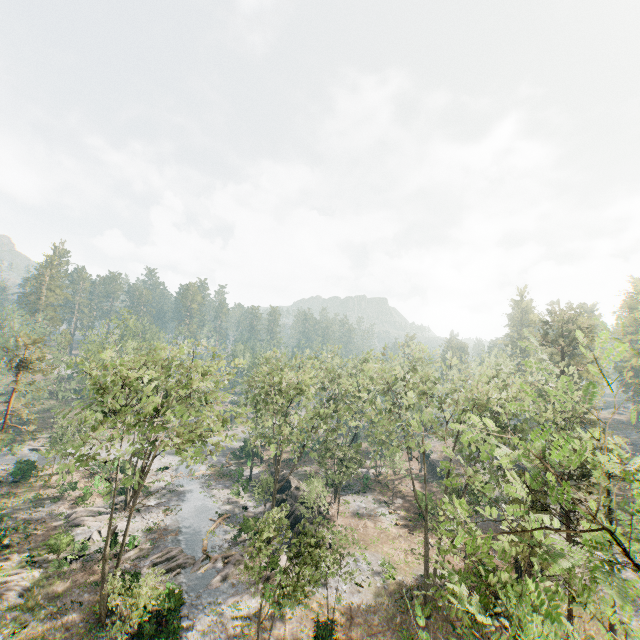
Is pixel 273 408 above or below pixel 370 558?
above

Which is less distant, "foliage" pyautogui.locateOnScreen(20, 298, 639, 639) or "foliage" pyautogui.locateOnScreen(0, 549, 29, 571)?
"foliage" pyautogui.locateOnScreen(20, 298, 639, 639)

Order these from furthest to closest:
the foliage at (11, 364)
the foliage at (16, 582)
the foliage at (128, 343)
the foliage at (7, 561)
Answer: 1. the foliage at (11, 364)
2. the foliage at (7, 561)
3. the foliage at (16, 582)
4. the foliage at (128, 343)

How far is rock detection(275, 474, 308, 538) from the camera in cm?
3444

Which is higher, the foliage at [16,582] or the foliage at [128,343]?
the foliage at [128,343]

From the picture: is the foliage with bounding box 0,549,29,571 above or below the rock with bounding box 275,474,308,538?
below

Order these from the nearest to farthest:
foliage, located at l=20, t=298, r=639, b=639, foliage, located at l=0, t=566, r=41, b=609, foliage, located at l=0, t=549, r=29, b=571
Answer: foliage, located at l=20, t=298, r=639, b=639 → foliage, located at l=0, t=566, r=41, b=609 → foliage, located at l=0, t=549, r=29, b=571
